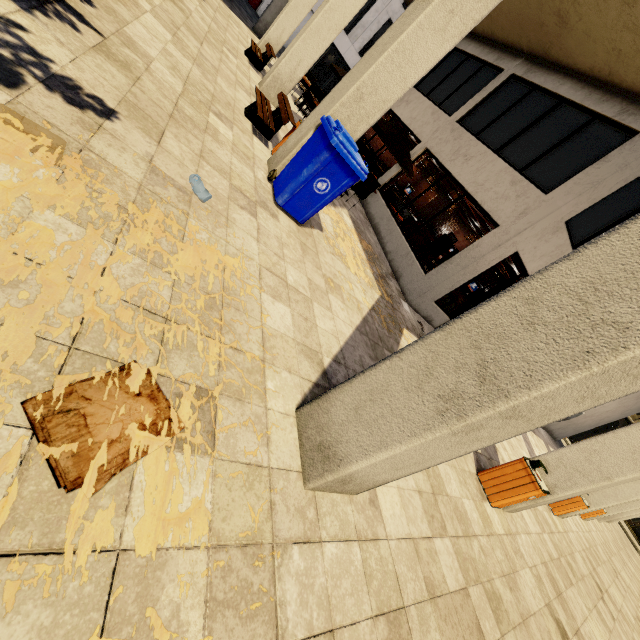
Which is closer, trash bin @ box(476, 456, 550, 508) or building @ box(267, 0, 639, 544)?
building @ box(267, 0, 639, 544)

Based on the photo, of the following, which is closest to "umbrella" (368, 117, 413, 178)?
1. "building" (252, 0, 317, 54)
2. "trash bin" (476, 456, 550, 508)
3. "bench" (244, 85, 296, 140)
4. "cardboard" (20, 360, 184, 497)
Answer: "building" (252, 0, 317, 54)

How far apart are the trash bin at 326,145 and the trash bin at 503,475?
4.7 meters

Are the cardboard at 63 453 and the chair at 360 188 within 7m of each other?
no

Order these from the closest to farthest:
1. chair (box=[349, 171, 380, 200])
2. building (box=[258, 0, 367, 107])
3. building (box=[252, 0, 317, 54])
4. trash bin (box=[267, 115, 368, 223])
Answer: trash bin (box=[267, 115, 368, 223])
building (box=[258, 0, 367, 107])
chair (box=[349, 171, 380, 200])
building (box=[252, 0, 317, 54])

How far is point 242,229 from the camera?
3.6m

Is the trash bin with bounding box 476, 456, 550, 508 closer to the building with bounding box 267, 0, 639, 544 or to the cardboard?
the building with bounding box 267, 0, 639, 544

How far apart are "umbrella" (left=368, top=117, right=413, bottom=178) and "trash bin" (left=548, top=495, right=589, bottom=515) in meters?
9.2
